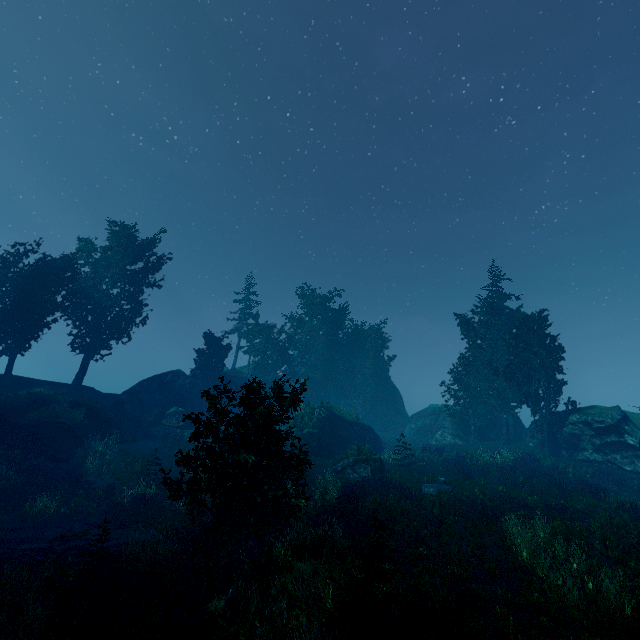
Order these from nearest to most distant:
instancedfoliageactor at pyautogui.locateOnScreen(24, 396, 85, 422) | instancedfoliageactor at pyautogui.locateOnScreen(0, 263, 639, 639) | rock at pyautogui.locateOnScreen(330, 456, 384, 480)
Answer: instancedfoliageactor at pyautogui.locateOnScreen(0, 263, 639, 639) < rock at pyautogui.locateOnScreen(330, 456, 384, 480) < instancedfoliageactor at pyautogui.locateOnScreen(24, 396, 85, 422)

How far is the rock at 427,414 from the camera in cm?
3628

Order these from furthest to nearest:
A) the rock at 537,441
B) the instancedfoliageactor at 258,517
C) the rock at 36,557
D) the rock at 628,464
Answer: the rock at 537,441 < the rock at 628,464 < the rock at 36,557 < the instancedfoliageactor at 258,517

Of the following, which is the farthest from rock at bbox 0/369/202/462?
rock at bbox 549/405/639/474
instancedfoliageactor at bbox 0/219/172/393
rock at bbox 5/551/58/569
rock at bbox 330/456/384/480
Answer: rock at bbox 5/551/58/569

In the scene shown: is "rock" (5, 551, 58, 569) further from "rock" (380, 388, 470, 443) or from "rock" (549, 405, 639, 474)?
"rock" (549, 405, 639, 474)

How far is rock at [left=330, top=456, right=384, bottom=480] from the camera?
23.1 meters

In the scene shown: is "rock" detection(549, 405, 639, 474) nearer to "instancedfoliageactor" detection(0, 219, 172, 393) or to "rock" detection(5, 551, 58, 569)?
"instancedfoliageactor" detection(0, 219, 172, 393)

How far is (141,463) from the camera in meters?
24.2
